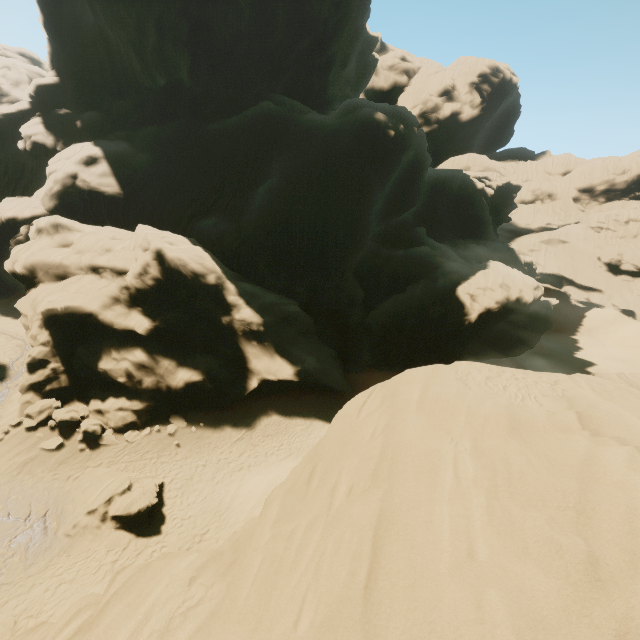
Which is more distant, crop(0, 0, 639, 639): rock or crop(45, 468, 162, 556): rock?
crop(45, 468, 162, 556): rock

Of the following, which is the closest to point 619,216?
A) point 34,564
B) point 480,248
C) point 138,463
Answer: point 480,248

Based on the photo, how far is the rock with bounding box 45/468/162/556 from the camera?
14.0 meters

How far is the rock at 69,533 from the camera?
A: 14.01m

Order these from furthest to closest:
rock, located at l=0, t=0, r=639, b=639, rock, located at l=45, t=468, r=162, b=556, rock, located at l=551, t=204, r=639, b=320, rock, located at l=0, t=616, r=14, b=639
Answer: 1. rock, located at l=551, t=204, r=639, b=320
2. rock, located at l=45, t=468, r=162, b=556
3. rock, located at l=0, t=616, r=14, b=639
4. rock, located at l=0, t=0, r=639, b=639

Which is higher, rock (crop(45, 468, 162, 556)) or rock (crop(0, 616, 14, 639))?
rock (crop(45, 468, 162, 556))

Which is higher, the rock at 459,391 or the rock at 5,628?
the rock at 459,391
